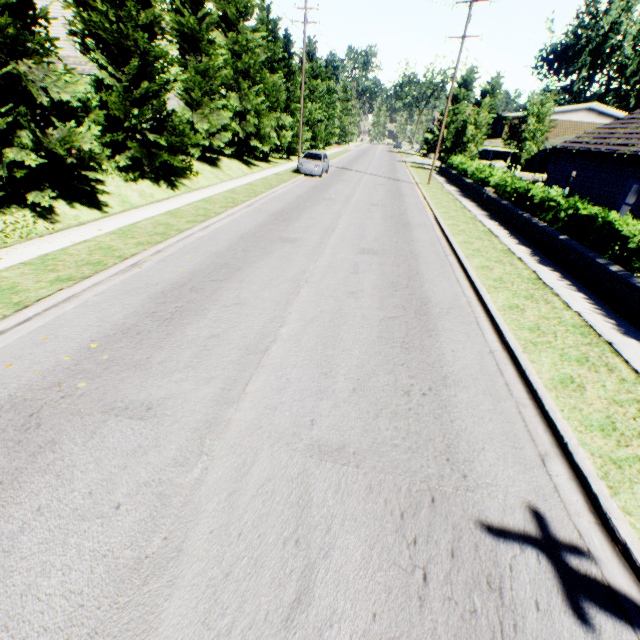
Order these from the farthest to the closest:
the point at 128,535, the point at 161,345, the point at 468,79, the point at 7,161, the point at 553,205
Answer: the point at 468,79, the point at 553,205, the point at 7,161, the point at 161,345, the point at 128,535

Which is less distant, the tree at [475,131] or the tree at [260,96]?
the tree at [260,96]

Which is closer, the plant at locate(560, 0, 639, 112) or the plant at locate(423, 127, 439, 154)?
the plant at locate(560, 0, 639, 112)

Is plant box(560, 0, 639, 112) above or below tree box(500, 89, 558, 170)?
above

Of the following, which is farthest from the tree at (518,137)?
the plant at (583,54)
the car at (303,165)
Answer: the plant at (583,54)

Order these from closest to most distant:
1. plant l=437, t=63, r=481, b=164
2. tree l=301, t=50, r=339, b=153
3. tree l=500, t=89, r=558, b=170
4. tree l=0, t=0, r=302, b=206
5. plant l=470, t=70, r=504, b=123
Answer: tree l=0, t=0, r=302, b=206 → tree l=500, t=89, r=558, b=170 → plant l=470, t=70, r=504, b=123 → tree l=301, t=50, r=339, b=153 → plant l=437, t=63, r=481, b=164

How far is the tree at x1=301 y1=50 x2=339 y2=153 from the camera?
37.65m

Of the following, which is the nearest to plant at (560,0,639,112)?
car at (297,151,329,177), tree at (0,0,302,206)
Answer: tree at (0,0,302,206)
